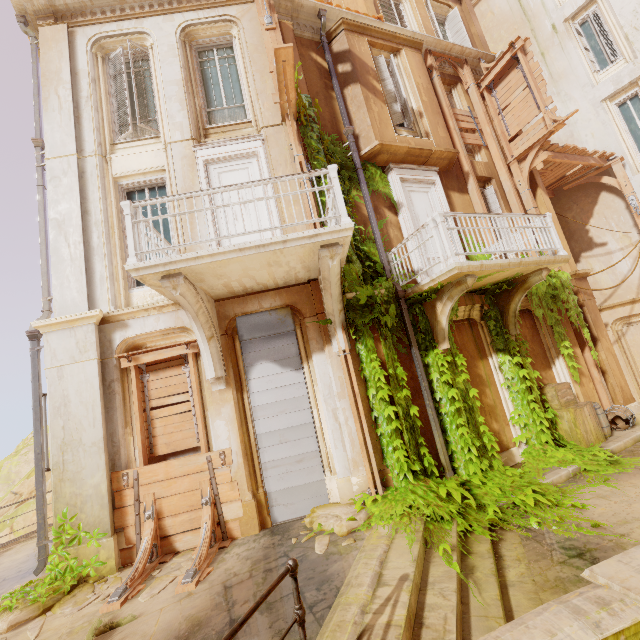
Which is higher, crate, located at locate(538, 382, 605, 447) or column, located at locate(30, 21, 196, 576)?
column, located at locate(30, 21, 196, 576)

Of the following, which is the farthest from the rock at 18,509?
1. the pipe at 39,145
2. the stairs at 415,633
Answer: the stairs at 415,633

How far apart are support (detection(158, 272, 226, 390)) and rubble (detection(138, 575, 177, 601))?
3.0m

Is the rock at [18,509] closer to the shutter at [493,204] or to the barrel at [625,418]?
the shutter at [493,204]

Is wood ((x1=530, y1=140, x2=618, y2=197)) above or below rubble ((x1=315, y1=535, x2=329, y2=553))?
above

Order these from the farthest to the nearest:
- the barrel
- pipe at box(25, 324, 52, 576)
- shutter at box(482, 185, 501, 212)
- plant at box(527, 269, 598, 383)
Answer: shutter at box(482, 185, 501, 212) → plant at box(527, 269, 598, 383) → the barrel → pipe at box(25, 324, 52, 576)

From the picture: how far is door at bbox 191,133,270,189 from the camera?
7.4m

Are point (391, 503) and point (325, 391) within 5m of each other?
yes
